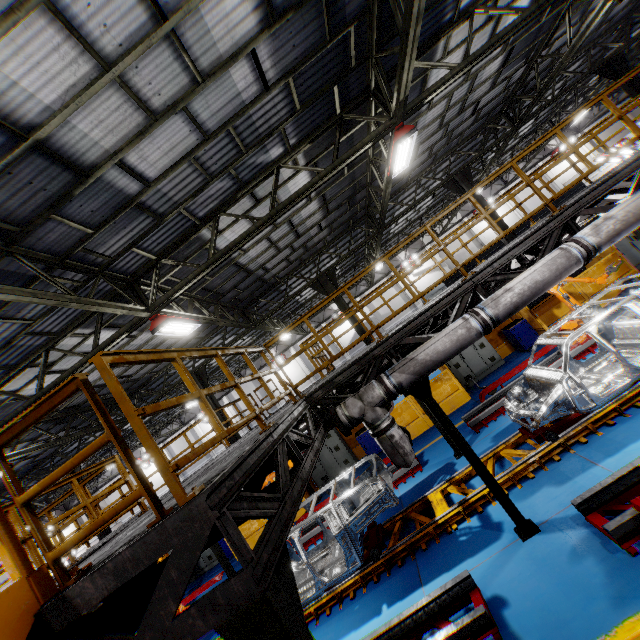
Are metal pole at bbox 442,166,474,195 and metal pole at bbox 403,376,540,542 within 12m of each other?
yes

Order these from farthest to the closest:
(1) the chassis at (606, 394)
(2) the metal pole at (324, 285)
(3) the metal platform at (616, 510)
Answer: (2) the metal pole at (324, 285), (1) the chassis at (606, 394), (3) the metal platform at (616, 510)

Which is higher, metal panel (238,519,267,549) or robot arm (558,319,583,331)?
robot arm (558,319,583,331)

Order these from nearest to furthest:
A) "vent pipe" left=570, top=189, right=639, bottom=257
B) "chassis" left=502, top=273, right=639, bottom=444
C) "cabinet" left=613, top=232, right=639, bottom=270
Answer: "vent pipe" left=570, top=189, right=639, bottom=257 → "chassis" left=502, top=273, right=639, bottom=444 → "cabinet" left=613, top=232, right=639, bottom=270

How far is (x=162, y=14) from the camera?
4.0m

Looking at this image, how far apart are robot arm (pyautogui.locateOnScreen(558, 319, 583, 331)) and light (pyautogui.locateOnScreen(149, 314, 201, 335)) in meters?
10.3 m

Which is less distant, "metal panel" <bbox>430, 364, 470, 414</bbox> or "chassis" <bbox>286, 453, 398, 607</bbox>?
"chassis" <bbox>286, 453, 398, 607</bbox>

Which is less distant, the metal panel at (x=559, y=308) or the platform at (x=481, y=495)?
the platform at (x=481, y=495)
